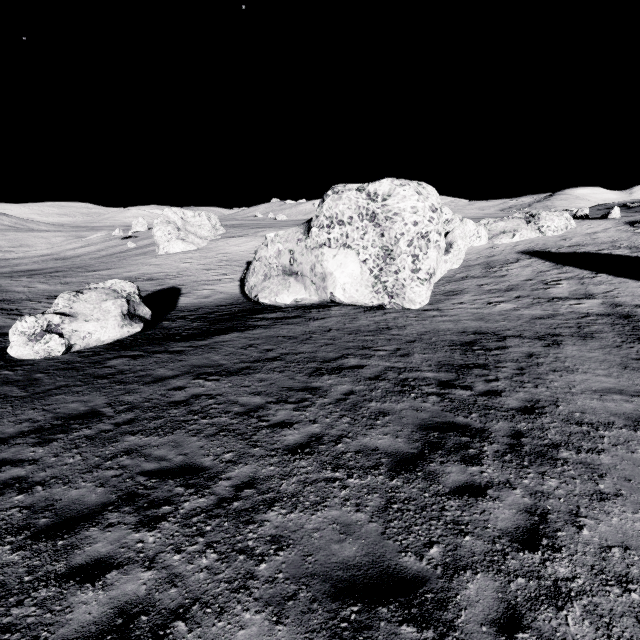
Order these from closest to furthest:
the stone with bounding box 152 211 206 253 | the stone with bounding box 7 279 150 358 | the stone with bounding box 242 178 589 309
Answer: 1. the stone with bounding box 7 279 150 358
2. the stone with bounding box 242 178 589 309
3. the stone with bounding box 152 211 206 253

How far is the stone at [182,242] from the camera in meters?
55.9

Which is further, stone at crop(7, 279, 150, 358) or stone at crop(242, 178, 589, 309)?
stone at crop(242, 178, 589, 309)

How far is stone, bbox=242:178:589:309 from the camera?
17.09m

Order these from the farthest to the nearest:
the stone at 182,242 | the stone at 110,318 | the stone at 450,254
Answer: the stone at 182,242 → the stone at 450,254 → the stone at 110,318

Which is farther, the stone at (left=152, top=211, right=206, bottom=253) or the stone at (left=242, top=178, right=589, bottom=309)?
the stone at (left=152, top=211, right=206, bottom=253)

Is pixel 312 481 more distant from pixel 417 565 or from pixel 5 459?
pixel 5 459

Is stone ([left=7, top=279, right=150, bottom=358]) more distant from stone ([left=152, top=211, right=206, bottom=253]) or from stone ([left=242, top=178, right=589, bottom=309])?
stone ([left=152, top=211, right=206, bottom=253])
